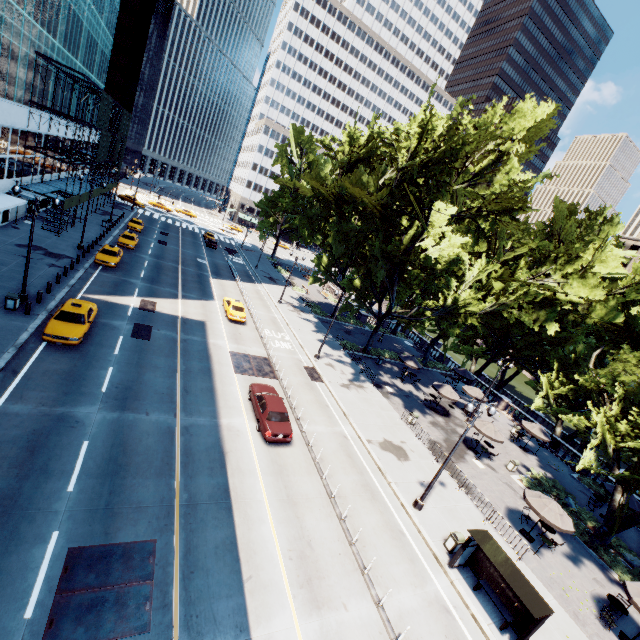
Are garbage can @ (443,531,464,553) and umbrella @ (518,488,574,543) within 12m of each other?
yes

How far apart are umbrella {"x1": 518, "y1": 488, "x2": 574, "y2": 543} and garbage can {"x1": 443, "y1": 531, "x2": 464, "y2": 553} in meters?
5.9

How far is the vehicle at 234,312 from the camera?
31.5 meters

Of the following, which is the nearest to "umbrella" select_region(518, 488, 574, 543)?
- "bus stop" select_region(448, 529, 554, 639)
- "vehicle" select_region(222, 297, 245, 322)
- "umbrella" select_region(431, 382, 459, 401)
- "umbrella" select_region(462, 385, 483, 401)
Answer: "bus stop" select_region(448, 529, 554, 639)

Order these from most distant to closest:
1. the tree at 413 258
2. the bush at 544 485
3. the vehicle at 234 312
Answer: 1. the vehicle at 234 312
2. the tree at 413 258
3. the bush at 544 485

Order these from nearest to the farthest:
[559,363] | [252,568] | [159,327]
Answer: [252,568]
[159,327]
[559,363]

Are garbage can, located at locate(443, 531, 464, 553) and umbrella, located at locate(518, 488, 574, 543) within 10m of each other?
yes

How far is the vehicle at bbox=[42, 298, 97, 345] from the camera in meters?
18.4
